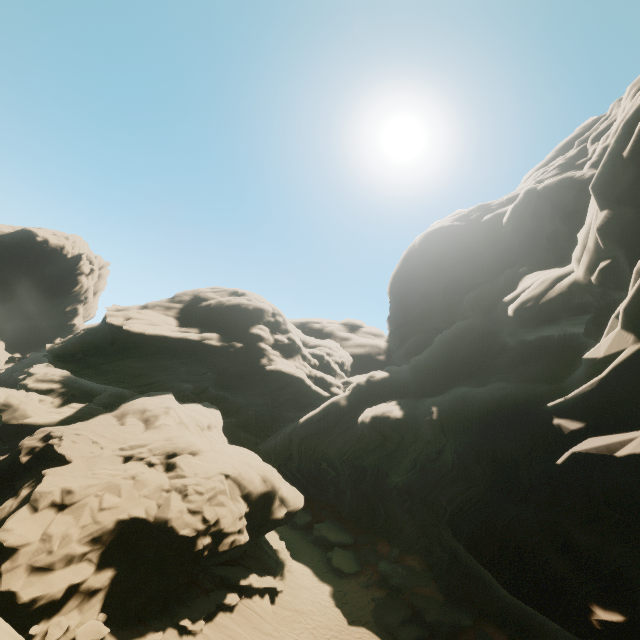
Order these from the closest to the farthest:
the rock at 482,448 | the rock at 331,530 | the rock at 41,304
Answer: the rock at 482,448, the rock at 331,530, the rock at 41,304

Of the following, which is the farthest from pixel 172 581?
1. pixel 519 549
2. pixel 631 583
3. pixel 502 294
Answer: pixel 502 294

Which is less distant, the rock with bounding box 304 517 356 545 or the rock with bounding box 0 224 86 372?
the rock with bounding box 304 517 356 545

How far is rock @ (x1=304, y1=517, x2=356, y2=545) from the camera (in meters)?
29.50

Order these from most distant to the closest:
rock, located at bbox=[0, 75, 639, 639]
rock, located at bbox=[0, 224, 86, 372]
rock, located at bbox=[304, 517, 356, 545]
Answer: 1. rock, located at bbox=[0, 224, 86, 372]
2. rock, located at bbox=[304, 517, 356, 545]
3. rock, located at bbox=[0, 75, 639, 639]

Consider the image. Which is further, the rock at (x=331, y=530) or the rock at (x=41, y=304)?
the rock at (x=41, y=304)
